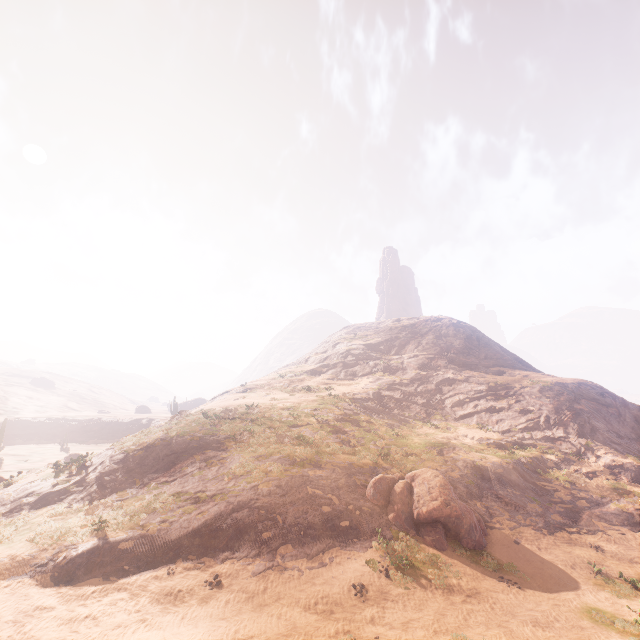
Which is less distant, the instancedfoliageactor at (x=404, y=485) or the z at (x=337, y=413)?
the z at (x=337, y=413)

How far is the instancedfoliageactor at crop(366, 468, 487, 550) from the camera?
14.9 meters

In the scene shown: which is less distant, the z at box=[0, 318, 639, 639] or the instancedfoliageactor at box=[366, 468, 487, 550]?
the z at box=[0, 318, 639, 639]

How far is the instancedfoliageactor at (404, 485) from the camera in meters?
14.9 m

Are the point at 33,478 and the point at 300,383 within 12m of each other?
no
